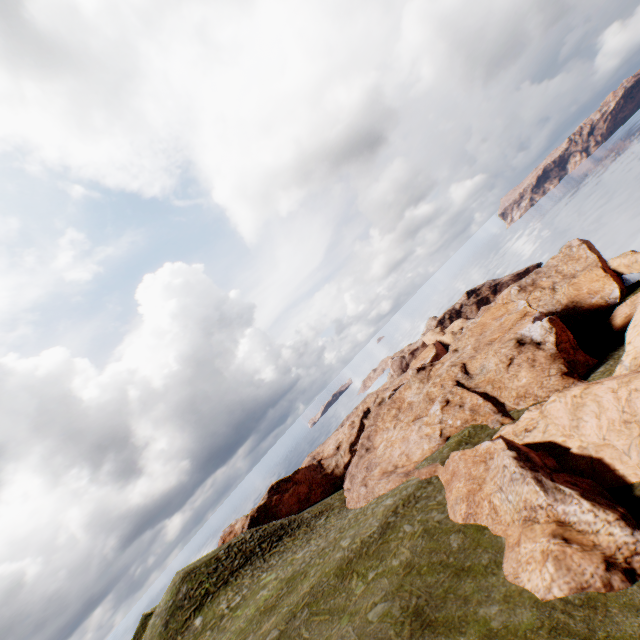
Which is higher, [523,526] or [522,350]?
[523,526]

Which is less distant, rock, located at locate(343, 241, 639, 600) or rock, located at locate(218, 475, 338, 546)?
rock, located at locate(343, 241, 639, 600)

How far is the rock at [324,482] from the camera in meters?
51.3 m

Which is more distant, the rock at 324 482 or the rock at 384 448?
the rock at 324 482

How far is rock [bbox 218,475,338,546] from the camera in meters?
51.3
